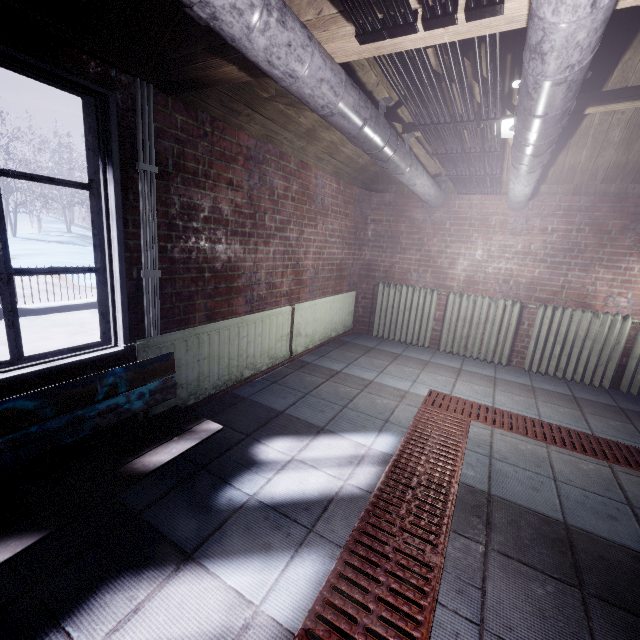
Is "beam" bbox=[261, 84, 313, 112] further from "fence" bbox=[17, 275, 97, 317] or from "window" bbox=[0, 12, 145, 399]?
"fence" bbox=[17, 275, 97, 317]

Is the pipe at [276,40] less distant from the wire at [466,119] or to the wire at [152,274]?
the wire at [466,119]

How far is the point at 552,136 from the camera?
1.45m

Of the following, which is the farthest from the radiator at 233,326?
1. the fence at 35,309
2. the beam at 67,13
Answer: the fence at 35,309

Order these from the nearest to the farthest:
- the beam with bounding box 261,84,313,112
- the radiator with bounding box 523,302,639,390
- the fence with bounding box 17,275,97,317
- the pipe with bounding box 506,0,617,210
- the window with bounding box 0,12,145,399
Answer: the pipe with bounding box 506,0,617,210, the window with bounding box 0,12,145,399, the beam with bounding box 261,84,313,112, the radiator with bounding box 523,302,639,390, the fence with bounding box 17,275,97,317

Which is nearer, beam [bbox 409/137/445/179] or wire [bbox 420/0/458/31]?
Result: wire [bbox 420/0/458/31]

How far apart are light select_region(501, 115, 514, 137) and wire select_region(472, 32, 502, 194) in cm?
19

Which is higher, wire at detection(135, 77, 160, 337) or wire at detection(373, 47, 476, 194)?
wire at detection(373, 47, 476, 194)
